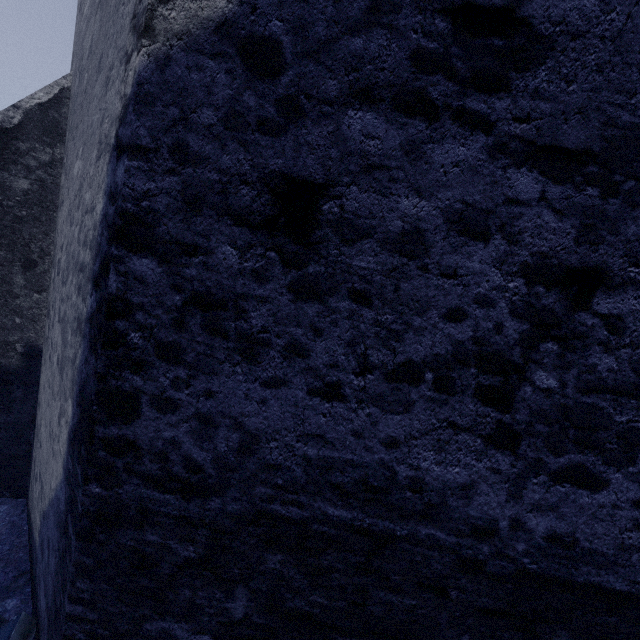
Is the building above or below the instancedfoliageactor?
above

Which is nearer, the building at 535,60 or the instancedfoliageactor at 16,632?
the building at 535,60

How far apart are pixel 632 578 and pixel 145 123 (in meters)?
3.27

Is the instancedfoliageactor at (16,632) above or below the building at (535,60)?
below

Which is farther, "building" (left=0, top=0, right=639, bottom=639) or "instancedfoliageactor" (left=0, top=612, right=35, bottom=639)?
"instancedfoliageactor" (left=0, top=612, right=35, bottom=639)
